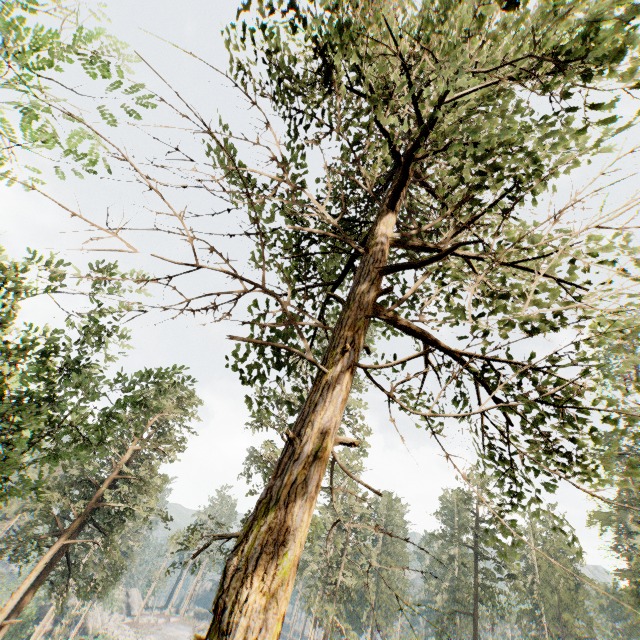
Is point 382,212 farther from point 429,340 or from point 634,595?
point 634,595
